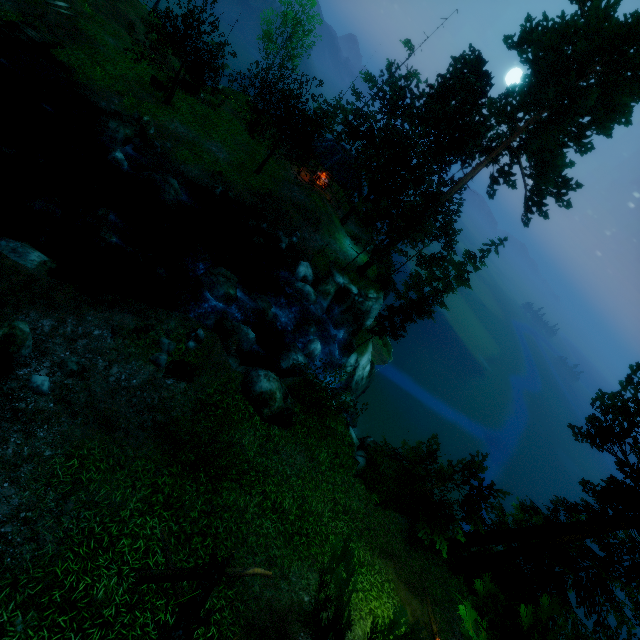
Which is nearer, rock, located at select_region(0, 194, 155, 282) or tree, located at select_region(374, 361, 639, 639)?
tree, located at select_region(374, 361, 639, 639)

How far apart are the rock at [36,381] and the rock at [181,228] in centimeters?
1248cm

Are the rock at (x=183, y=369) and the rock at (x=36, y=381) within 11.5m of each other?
yes

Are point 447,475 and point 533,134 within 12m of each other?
no

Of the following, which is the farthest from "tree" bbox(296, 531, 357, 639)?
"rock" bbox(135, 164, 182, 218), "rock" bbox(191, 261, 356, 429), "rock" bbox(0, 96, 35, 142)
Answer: "rock" bbox(0, 96, 35, 142)

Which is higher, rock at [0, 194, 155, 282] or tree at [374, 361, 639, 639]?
tree at [374, 361, 639, 639]

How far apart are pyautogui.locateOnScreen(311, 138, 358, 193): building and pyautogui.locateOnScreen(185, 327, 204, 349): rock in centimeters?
2301cm
